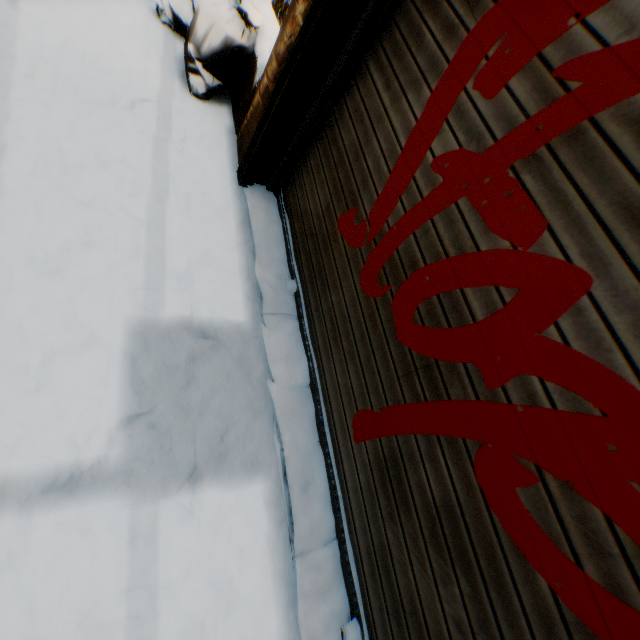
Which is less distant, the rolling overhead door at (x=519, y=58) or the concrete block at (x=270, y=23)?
the rolling overhead door at (x=519, y=58)

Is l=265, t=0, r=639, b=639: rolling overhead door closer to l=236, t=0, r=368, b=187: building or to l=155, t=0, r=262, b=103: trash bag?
l=236, t=0, r=368, b=187: building

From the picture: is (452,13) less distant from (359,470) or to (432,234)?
(432,234)

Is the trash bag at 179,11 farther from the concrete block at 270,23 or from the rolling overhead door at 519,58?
the rolling overhead door at 519,58

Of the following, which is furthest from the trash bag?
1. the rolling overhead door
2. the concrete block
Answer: the rolling overhead door

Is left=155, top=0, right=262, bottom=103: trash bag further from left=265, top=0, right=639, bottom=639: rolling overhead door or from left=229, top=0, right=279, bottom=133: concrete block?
left=265, top=0, right=639, bottom=639: rolling overhead door

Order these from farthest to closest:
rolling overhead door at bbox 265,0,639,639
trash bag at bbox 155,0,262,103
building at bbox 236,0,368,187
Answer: trash bag at bbox 155,0,262,103 < building at bbox 236,0,368,187 < rolling overhead door at bbox 265,0,639,639
